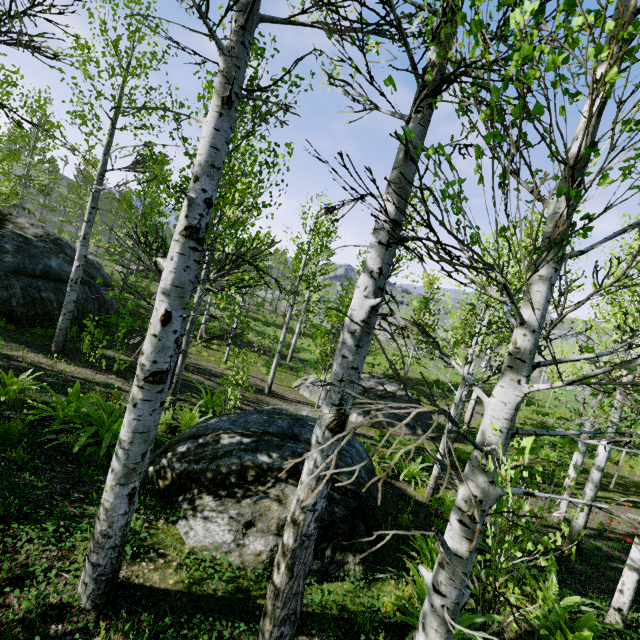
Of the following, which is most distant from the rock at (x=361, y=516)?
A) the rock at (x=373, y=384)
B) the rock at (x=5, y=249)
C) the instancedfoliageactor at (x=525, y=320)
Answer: the instancedfoliageactor at (x=525, y=320)

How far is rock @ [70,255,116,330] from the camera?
13.07m

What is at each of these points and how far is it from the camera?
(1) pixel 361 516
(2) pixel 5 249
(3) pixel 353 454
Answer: (1) rock, 4.61m
(2) rock, 11.62m
(3) rock, 5.65m

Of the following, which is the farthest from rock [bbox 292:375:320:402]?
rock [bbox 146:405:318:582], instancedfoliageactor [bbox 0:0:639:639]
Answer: instancedfoliageactor [bbox 0:0:639:639]

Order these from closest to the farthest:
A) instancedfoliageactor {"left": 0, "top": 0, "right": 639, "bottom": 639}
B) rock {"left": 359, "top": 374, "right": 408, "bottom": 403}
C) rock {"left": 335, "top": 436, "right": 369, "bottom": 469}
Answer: instancedfoliageactor {"left": 0, "top": 0, "right": 639, "bottom": 639} → rock {"left": 335, "top": 436, "right": 369, "bottom": 469} → rock {"left": 359, "top": 374, "right": 408, "bottom": 403}

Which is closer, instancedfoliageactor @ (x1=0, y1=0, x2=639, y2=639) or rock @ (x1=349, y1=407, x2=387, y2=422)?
instancedfoliageactor @ (x1=0, y1=0, x2=639, y2=639)

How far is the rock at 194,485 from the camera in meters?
3.7 m
